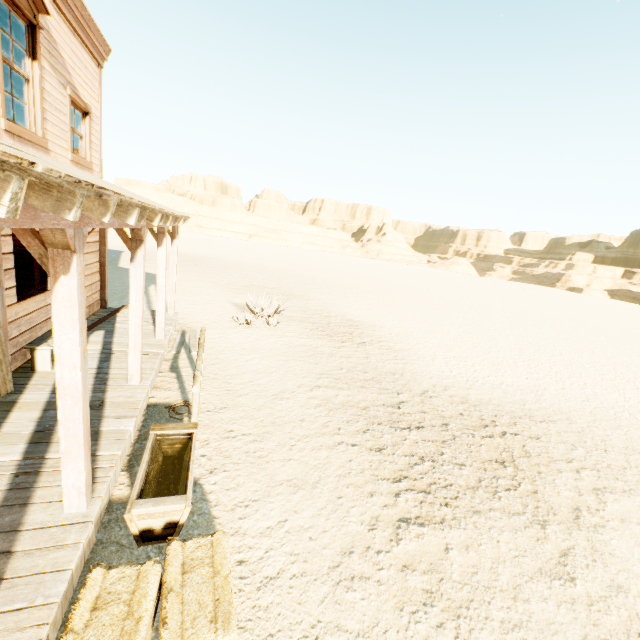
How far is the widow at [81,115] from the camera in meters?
6.5 m

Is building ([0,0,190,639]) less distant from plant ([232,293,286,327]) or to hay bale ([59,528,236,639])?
hay bale ([59,528,236,639])

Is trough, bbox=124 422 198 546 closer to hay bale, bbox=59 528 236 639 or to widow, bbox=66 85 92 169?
hay bale, bbox=59 528 236 639

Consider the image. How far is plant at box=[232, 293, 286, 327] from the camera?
11.1 meters

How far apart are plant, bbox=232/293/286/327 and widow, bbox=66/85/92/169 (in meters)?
5.77

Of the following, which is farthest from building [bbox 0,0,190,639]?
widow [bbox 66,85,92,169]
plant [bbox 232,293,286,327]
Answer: plant [bbox 232,293,286,327]

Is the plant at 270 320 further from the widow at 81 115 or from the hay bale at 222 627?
the hay bale at 222 627

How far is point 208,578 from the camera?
2.64m
